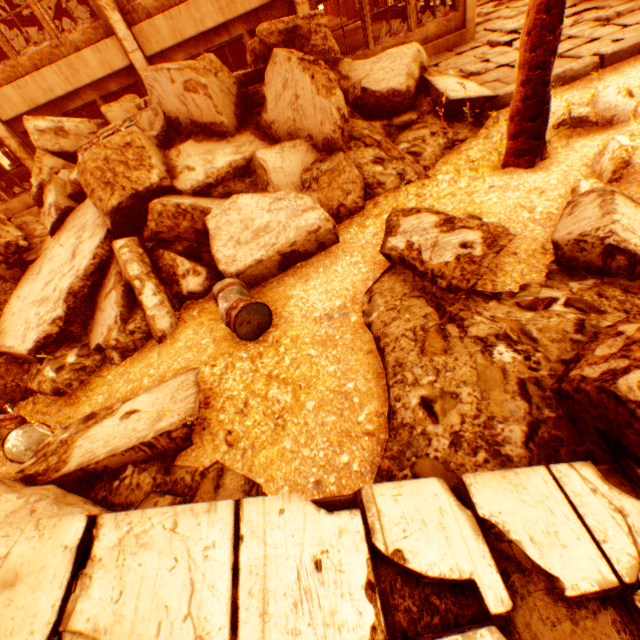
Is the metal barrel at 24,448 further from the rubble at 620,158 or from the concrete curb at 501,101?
the concrete curb at 501,101

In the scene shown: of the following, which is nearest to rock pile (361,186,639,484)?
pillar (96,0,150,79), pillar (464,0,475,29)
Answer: pillar (96,0,150,79)

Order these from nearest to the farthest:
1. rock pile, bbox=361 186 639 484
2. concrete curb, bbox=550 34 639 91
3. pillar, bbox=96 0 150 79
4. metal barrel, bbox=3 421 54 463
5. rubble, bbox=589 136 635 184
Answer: rock pile, bbox=361 186 639 484 → rubble, bbox=589 136 635 184 → metal barrel, bbox=3 421 54 463 → concrete curb, bbox=550 34 639 91 → pillar, bbox=96 0 150 79

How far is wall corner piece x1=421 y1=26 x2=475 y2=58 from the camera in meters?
10.2

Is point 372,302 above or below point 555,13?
below

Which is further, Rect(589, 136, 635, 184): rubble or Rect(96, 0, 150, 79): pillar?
Rect(96, 0, 150, 79): pillar

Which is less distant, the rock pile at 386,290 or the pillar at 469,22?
the rock pile at 386,290

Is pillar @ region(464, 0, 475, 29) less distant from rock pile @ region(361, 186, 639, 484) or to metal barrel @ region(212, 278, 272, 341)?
rock pile @ region(361, 186, 639, 484)
